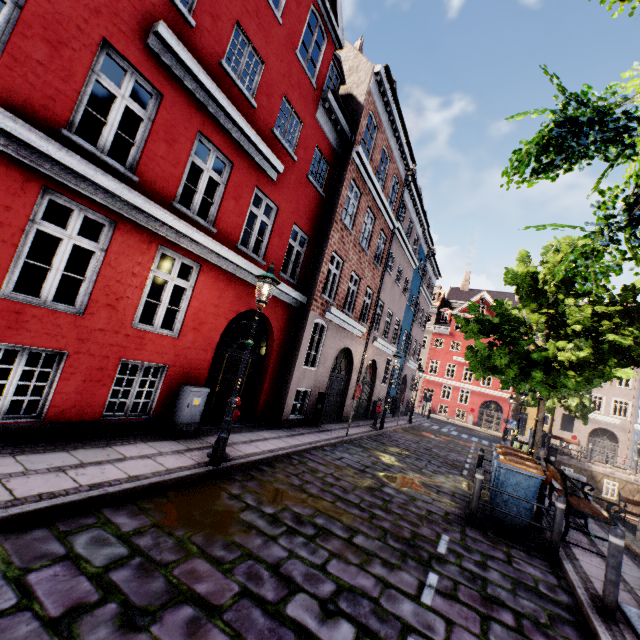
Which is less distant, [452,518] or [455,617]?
[455,617]

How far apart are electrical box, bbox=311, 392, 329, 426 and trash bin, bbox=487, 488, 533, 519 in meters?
6.2

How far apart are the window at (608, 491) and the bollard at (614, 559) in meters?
18.9 m

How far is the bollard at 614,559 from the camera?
4.3 meters

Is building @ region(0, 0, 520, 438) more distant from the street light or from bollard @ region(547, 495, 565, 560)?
bollard @ region(547, 495, 565, 560)

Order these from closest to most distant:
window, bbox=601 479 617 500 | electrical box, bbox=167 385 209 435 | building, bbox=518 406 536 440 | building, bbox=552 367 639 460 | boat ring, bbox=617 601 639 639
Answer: boat ring, bbox=617 601 639 639, electrical box, bbox=167 385 209 435, window, bbox=601 479 617 500, building, bbox=552 367 639 460, building, bbox=518 406 536 440

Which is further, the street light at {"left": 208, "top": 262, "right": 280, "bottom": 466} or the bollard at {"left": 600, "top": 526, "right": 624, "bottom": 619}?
the street light at {"left": 208, "top": 262, "right": 280, "bottom": 466}

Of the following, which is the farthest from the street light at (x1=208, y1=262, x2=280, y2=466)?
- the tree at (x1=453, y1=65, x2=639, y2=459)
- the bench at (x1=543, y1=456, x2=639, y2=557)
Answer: the bench at (x1=543, y1=456, x2=639, y2=557)
